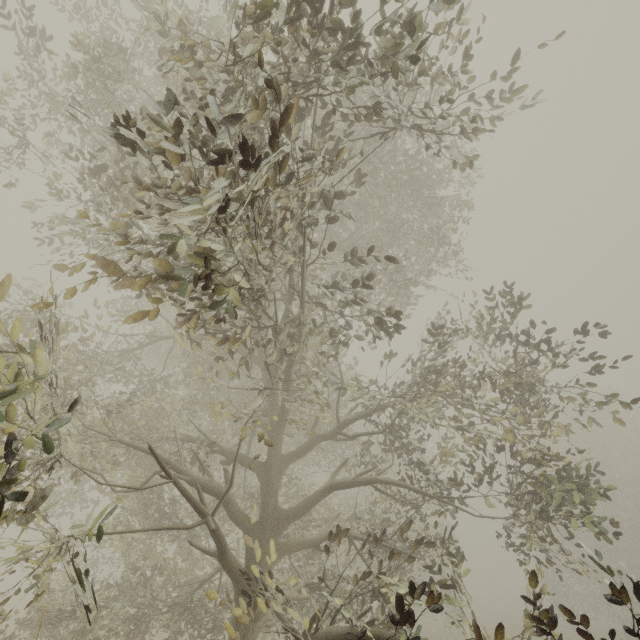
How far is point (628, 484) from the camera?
25.55m
